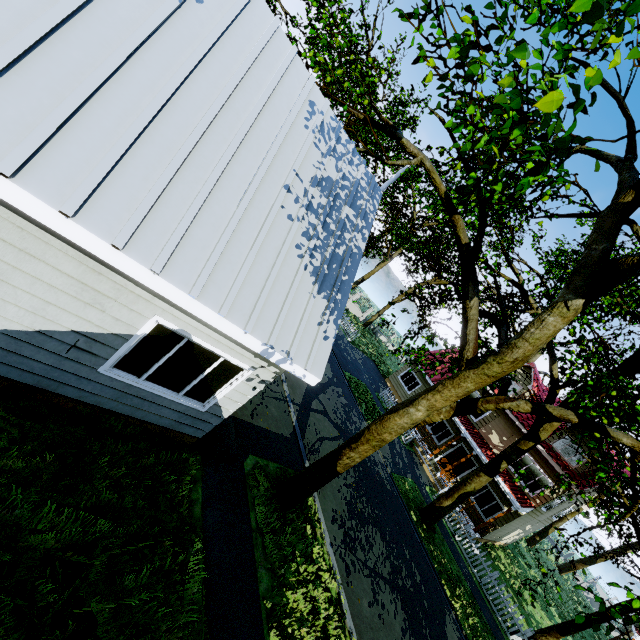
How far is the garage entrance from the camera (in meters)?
6.91

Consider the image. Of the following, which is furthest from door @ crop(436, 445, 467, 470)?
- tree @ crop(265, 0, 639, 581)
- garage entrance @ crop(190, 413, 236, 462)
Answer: garage entrance @ crop(190, 413, 236, 462)

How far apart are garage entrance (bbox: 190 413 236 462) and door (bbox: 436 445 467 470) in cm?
1818

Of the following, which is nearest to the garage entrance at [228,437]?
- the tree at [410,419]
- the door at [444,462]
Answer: the tree at [410,419]

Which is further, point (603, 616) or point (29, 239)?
point (603, 616)

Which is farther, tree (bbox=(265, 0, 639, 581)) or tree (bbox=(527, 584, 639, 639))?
tree (bbox=(527, 584, 639, 639))

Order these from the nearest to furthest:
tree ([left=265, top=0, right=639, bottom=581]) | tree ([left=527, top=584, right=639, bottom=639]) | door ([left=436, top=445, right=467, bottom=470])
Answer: tree ([left=265, top=0, right=639, bottom=581]), tree ([left=527, top=584, right=639, bottom=639]), door ([left=436, top=445, right=467, bottom=470])
